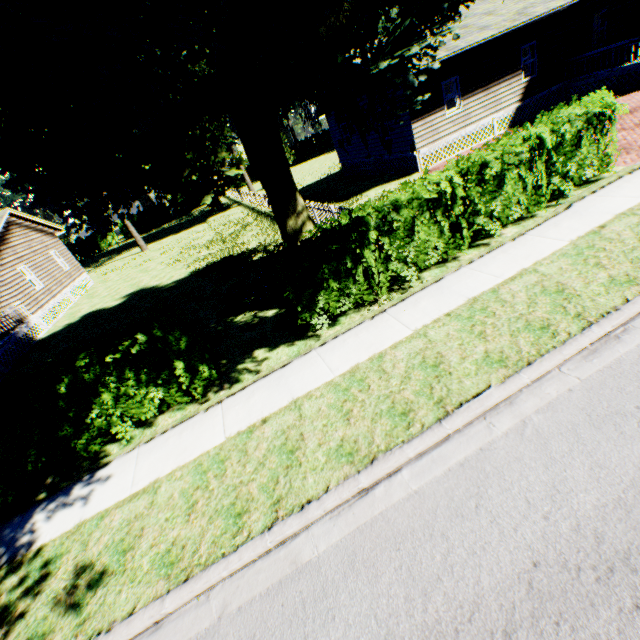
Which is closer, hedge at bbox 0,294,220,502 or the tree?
the tree

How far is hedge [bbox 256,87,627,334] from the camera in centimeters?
690cm

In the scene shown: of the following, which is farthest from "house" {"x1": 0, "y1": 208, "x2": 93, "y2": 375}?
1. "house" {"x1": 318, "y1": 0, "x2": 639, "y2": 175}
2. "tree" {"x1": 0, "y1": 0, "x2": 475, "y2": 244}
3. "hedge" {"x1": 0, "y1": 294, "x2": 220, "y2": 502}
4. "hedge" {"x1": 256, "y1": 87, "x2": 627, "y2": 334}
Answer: "house" {"x1": 318, "y1": 0, "x2": 639, "y2": 175}

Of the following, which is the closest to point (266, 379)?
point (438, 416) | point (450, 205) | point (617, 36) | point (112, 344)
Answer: point (112, 344)

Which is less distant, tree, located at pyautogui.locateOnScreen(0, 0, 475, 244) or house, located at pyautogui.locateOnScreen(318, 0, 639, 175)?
tree, located at pyautogui.locateOnScreen(0, 0, 475, 244)

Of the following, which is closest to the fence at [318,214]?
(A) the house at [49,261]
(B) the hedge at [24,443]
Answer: (B) the hedge at [24,443]

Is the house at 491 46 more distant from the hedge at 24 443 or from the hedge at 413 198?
the hedge at 24 443
